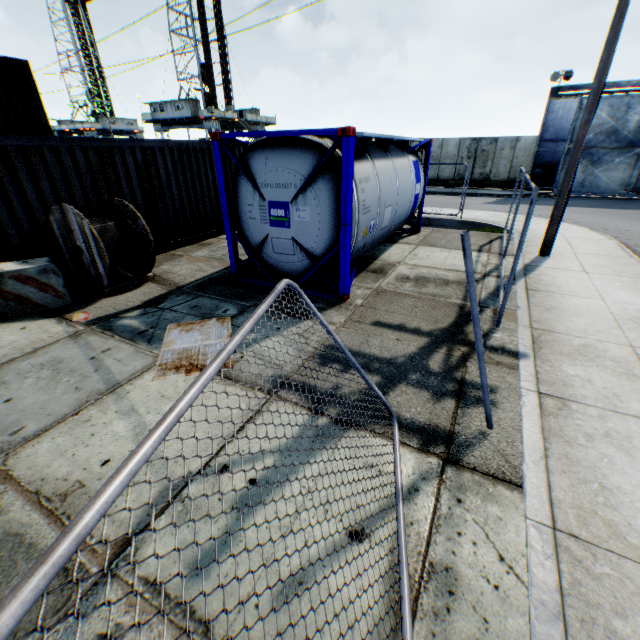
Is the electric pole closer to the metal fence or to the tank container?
the metal fence

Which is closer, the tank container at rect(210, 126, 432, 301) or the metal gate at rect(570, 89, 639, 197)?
the tank container at rect(210, 126, 432, 301)

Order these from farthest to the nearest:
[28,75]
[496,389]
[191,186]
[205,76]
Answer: [205,76] < [28,75] < [191,186] < [496,389]

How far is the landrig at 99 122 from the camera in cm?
5427

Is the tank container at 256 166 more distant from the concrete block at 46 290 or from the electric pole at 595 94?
the electric pole at 595 94

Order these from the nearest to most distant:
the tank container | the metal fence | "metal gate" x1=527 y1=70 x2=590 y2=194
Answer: the metal fence
the tank container
"metal gate" x1=527 y1=70 x2=590 y2=194

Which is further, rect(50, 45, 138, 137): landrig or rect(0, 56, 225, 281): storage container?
rect(50, 45, 138, 137): landrig

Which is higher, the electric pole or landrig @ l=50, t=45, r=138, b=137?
landrig @ l=50, t=45, r=138, b=137
